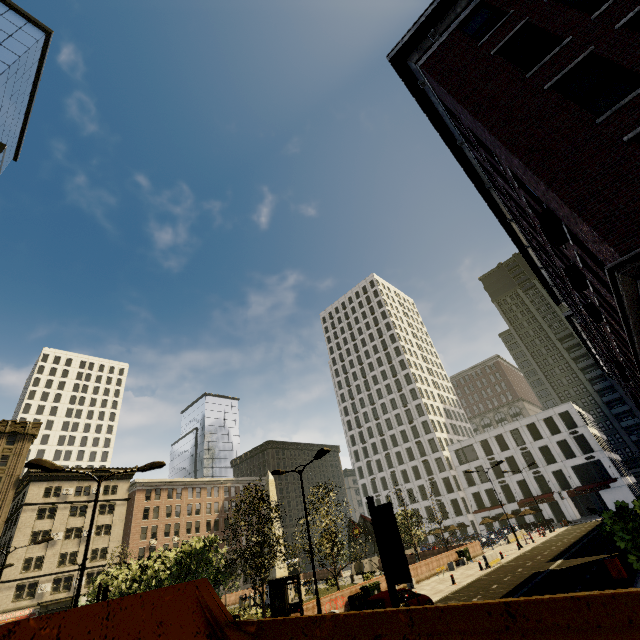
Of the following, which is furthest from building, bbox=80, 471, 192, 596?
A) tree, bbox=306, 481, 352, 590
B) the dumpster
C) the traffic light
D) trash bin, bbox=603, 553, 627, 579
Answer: trash bin, bbox=603, 553, 627, 579

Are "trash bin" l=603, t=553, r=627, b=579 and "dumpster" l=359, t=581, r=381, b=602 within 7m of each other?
no

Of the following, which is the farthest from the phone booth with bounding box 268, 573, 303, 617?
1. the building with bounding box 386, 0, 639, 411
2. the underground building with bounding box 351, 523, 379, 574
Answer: the underground building with bounding box 351, 523, 379, 574

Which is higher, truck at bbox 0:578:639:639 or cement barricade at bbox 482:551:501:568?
truck at bbox 0:578:639:639

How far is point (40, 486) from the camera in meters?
49.2 m

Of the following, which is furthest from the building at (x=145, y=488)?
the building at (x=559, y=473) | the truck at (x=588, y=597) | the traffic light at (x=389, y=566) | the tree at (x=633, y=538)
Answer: the building at (x=559, y=473)

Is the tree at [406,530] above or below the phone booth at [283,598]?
above

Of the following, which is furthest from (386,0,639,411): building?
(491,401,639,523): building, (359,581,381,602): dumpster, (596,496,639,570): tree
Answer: (491,401,639,523): building
